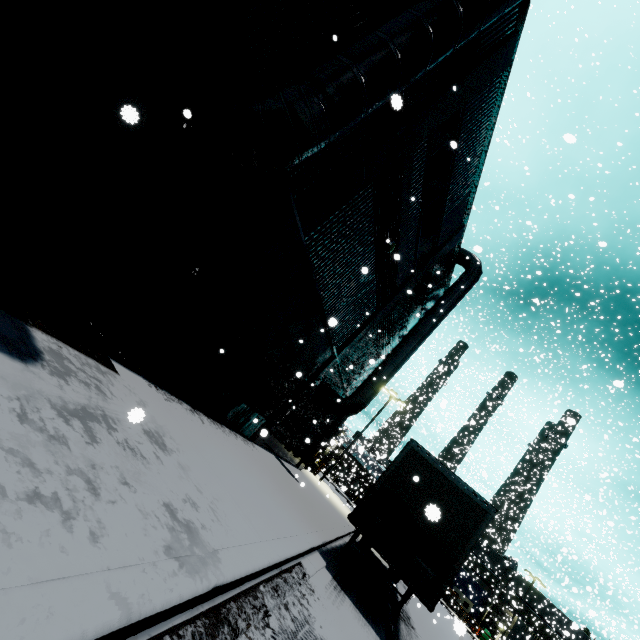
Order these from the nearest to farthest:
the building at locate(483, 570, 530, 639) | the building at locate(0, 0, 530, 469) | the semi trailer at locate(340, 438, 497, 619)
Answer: the building at locate(0, 0, 530, 469) → the semi trailer at locate(340, 438, 497, 619) → the building at locate(483, 570, 530, 639)

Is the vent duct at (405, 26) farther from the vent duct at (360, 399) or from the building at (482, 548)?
the vent duct at (360, 399)

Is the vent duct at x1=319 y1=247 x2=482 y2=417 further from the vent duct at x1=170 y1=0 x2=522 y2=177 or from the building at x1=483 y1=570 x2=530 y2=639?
the vent duct at x1=170 y1=0 x2=522 y2=177

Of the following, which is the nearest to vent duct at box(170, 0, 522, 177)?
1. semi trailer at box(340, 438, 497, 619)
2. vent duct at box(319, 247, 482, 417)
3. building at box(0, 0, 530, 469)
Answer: building at box(0, 0, 530, 469)

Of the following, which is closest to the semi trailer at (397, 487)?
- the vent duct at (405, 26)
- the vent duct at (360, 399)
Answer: the vent duct at (360, 399)

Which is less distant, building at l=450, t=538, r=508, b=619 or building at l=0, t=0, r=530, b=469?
building at l=0, t=0, r=530, b=469

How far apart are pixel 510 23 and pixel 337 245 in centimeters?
874cm

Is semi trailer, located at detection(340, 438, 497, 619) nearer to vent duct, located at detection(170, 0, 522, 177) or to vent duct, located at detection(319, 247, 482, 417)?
vent duct, located at detection(319, 247, 482, 417)
